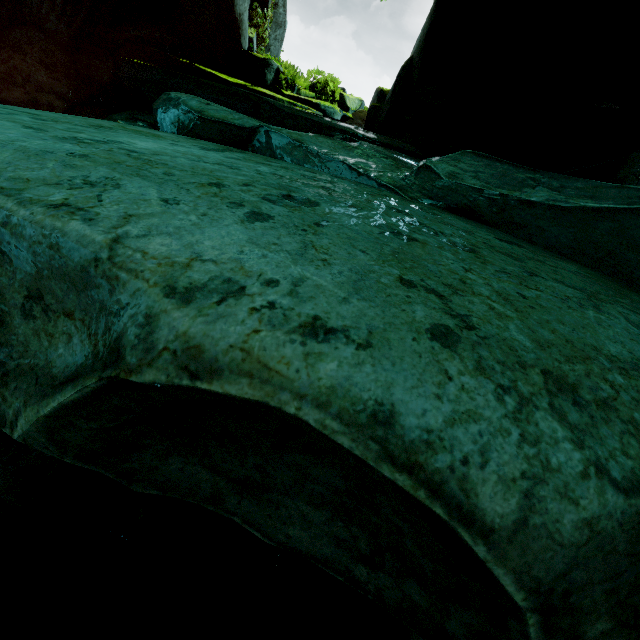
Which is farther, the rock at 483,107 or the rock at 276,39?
the rock at 276,39

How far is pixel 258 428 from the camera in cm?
102

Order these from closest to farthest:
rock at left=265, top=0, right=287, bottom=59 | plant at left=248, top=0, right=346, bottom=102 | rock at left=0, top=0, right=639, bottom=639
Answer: rock at left=0, top=0, right=639, bottom=639 < plant at left=248, top=0, right=346, bottom=102 < rock at left=265, top=0, right=287, bottom=59

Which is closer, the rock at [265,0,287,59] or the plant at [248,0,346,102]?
the plant at [248,0,346,102]

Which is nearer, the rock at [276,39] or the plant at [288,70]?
the plant at [288,70]

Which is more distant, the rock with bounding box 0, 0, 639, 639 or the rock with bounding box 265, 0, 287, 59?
the rock with bounding box 265, 0, 287, 59

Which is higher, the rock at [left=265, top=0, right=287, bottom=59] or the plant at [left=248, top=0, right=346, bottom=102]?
the rock at [left=265, top=0, right=287, bottom=59]
